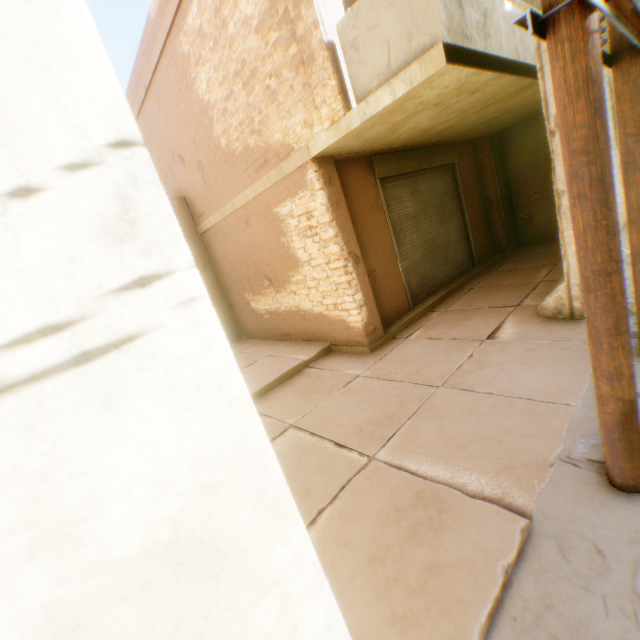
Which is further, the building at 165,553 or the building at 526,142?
the building at 526,142

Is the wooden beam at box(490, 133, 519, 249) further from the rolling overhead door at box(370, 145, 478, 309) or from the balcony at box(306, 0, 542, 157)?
the rolling overhead door at box(370, 145, 478, 309)

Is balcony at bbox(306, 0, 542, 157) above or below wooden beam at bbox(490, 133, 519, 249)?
above

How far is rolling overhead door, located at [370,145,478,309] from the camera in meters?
6.5

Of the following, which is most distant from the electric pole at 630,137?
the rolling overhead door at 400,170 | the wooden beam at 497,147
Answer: the wooden beam at 497,147

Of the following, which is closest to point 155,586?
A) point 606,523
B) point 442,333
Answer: point 606,523

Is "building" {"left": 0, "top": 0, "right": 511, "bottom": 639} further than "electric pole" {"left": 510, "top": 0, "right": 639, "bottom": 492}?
No

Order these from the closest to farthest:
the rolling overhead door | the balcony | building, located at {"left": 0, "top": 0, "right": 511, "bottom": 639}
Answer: building, located at {"left": 0, "top": 0, "right": 511, "bottom": 639}
the balcony
the rolling overhead door
